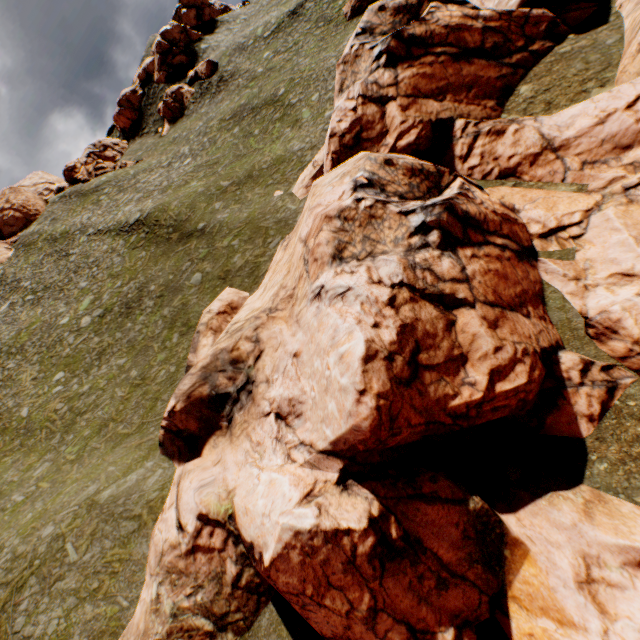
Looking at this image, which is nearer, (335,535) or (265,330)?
(335,535)

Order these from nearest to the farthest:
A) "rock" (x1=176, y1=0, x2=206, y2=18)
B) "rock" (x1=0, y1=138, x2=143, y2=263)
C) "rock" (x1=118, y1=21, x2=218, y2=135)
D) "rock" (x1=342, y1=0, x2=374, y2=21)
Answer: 1. "rock" (x1=342, y1=0, x2=374, y2=21)
2. "rock" (x1=0, y1=138, x2=143, y2=263)
3. "rock" (x1=118, y1=21, x2=218, y2=135)
4. "rock" (x1=176, y1=0, x2=206, y2=18)

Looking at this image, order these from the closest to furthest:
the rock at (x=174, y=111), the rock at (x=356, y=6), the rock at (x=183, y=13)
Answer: the rock at (x=356, y=6) → the rock at (x=174, y=111) → the rock at (x=183, y=13)

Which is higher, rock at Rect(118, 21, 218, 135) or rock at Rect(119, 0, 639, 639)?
rock at Rect(118, 21, 218, 135)

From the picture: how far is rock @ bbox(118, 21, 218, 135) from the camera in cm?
5241

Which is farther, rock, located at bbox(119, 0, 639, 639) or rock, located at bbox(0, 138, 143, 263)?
rock, located at bbox(0, 138, 143, 263)

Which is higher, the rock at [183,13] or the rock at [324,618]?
the rock at [183,13]
